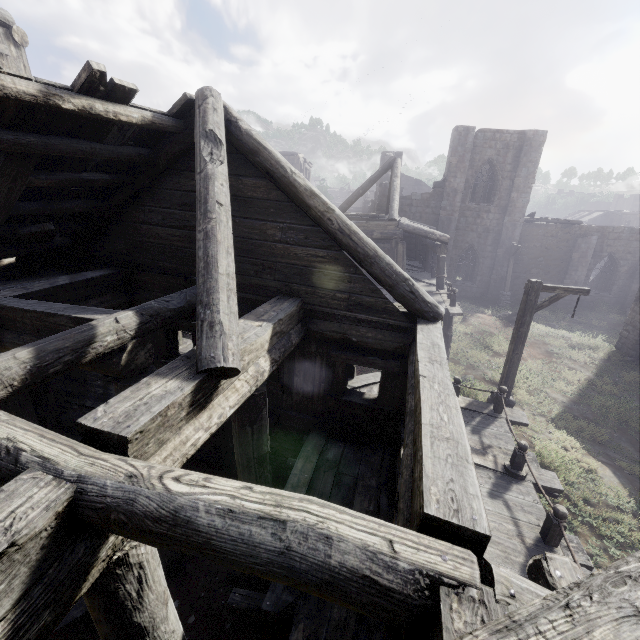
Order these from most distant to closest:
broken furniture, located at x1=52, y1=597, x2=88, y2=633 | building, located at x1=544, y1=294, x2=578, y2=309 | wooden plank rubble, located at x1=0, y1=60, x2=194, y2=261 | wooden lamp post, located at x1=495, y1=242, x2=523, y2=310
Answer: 1. building, located at x1=544, y1=294, x2=578, y2=309
2. wooden lamp post, located at x1=495, y1=242, x2=523, y2=310
3. broken furniture, located at x1=52, y1=597, x2=88, y2=633
4. wooden plank rubble, located at x1=0, y1=60, x2=194, y2=261

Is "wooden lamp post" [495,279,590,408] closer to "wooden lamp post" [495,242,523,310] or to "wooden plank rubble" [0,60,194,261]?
"wooden plank rubble" [0,60,194,261]

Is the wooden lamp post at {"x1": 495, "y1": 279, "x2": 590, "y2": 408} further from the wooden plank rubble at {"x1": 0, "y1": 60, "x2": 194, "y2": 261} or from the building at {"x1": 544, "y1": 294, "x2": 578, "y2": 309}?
the wooden plank rubble at {"x1": 0, "y1": 60, "x2": 194, "y2": 261}

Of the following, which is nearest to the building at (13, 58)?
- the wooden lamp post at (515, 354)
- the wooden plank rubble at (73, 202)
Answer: the wooden plank rubble at (73, 202)

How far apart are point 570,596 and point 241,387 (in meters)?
3.27

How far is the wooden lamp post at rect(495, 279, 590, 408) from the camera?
8.56m

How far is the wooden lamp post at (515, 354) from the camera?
8.56m
